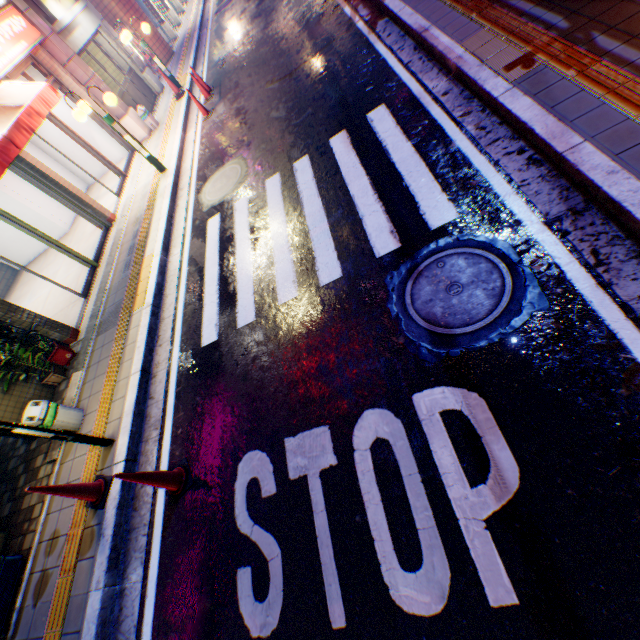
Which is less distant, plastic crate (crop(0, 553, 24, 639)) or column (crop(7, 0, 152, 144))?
plastic crate (crop(0, 553, 24, 639))

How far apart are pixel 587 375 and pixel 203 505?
4.0 meters

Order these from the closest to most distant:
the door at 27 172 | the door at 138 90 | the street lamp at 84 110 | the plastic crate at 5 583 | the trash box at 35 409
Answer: the plastic crate at 5 583
the trash box at 35 409
the door at 27 172
the street lamp at 84 110
the door at 138 90

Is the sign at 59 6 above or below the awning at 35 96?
above

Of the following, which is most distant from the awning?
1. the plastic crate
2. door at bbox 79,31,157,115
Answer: door at bbox 79,31,157,115

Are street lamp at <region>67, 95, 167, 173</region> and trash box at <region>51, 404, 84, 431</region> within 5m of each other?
no

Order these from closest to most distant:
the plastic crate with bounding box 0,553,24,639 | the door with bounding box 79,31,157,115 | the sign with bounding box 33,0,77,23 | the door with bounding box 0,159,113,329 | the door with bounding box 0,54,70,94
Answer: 1. the plastic crate with bounding box 0,553,24,639
2. the door with bounding box 0,159,113,329
3. the door with bounding box 0,54,70,94
4. the sign with bounding box 33,0,77,23
5. the door with bounding box 79,31,157,115

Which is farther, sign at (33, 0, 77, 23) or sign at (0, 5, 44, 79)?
sign at (33, 0, 77, 23)
